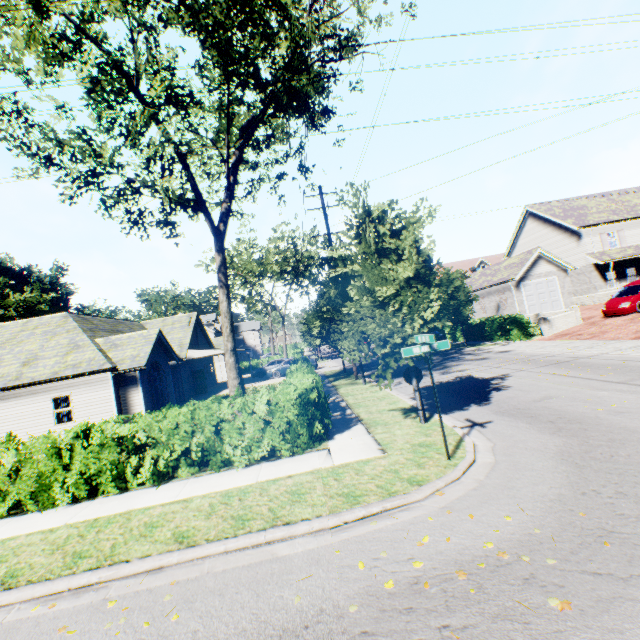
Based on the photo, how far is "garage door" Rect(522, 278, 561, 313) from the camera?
28.1m

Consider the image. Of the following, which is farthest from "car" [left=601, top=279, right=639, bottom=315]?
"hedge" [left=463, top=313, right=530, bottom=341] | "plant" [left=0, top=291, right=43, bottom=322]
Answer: "plant" [left=0, top=291, right=43, bottom=322]

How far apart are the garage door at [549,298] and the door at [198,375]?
29.00m

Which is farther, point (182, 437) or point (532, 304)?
point (532, 304)

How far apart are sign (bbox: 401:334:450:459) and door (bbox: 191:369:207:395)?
25.60m

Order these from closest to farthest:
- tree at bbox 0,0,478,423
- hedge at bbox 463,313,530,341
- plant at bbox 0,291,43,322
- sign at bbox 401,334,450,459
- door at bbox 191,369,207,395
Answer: sign at bbox 401,334,450,459 < tree at bbox 0,0,478,423 < hedge at bbox 463,313,530,341 < door at bbox 191,369,207,395 < plant at bbox 0,291,43,322

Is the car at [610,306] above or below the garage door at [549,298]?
below

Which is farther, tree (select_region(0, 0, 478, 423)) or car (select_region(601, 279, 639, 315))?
car (select_region(601, 279, 639, 315))
